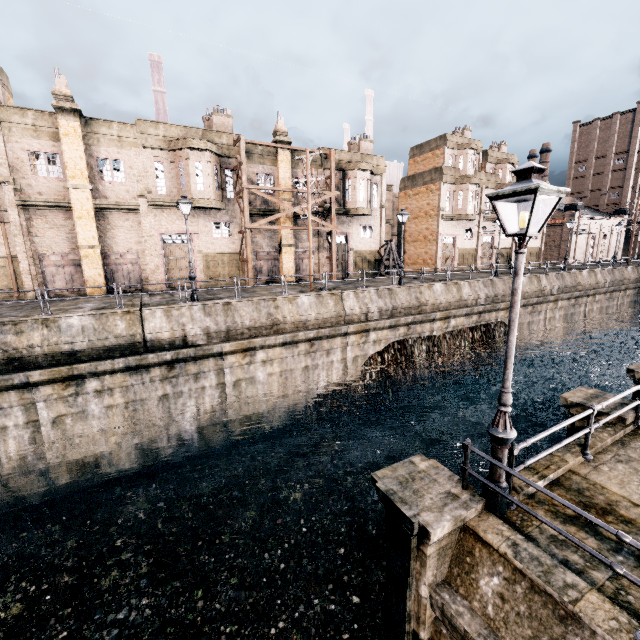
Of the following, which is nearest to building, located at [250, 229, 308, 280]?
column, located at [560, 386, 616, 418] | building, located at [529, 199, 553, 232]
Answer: building, located at [529, 199, 553, 232]

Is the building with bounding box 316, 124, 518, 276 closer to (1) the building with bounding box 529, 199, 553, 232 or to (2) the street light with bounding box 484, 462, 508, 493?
(1) the building with bounding box 529, 199, 553, 232

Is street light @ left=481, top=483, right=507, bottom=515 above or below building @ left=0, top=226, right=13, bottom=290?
below

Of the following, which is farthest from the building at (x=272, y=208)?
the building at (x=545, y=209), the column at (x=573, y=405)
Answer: the column at (x=573, y=405)

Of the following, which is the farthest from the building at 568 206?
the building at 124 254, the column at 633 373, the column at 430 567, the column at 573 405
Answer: the column at 430 567

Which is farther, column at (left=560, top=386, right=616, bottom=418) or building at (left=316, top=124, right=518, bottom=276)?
building at (left=316, top=124, right=518, bottom=276)

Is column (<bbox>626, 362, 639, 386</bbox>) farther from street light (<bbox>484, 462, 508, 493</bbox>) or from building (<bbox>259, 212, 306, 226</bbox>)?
building (<bbox>259, 212, 306, 226</bbox>)

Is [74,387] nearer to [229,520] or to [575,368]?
[229,520]
